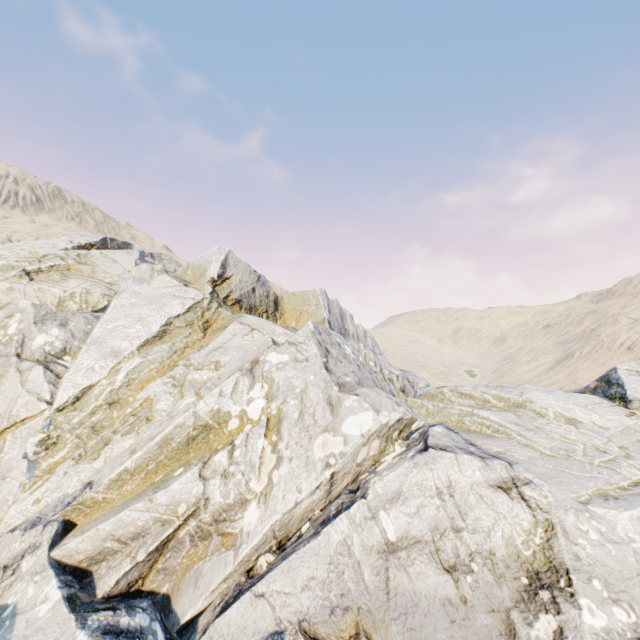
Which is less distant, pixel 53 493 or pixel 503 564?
pixel 503 564
